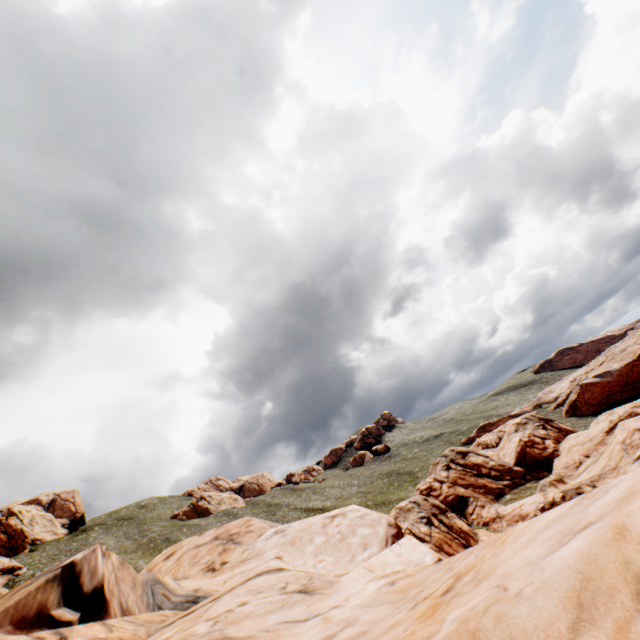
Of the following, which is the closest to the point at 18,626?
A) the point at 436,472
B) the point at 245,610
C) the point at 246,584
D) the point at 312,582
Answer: the point at 246,584

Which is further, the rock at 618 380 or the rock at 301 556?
the rock at 618 380

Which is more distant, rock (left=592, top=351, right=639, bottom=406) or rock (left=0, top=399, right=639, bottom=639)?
rock (left=592, top=351, right=639, bottom=406)
